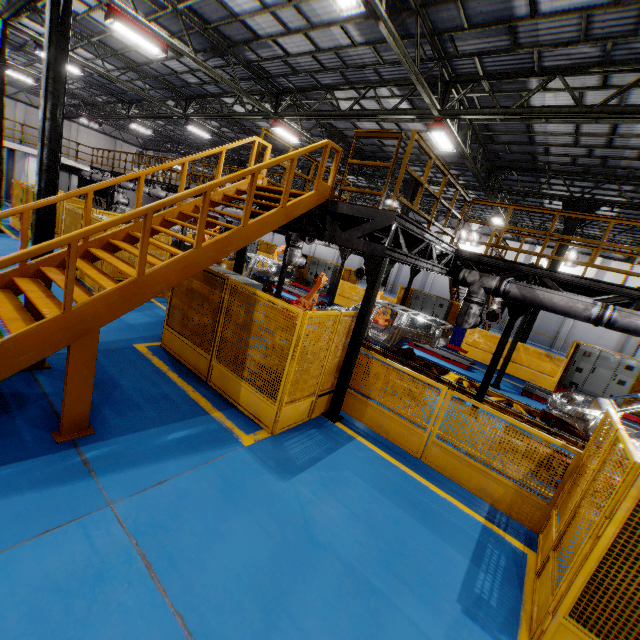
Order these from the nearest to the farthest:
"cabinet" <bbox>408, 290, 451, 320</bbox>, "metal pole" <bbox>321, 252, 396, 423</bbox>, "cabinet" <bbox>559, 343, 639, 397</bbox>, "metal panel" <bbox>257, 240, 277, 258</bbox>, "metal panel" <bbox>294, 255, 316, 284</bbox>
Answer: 1. "metal pole" <bbox>321, 252, 396, 423</bbox>
2. "cabinet" <bbox>559, 343, 639, 397</bbox>
3. "cabinet" <bbox>408, 290, 451, 320</bbox>
4. "metal panel" <bbox>294, 255, 316, 284</bbox>
5. "metal panel" <bbox>257, 240, 277, 258</bbox>

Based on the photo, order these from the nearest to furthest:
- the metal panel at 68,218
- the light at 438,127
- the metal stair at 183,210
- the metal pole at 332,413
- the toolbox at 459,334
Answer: the metal stair at 183,210, the metal pole at 332,413, the light at 438,127, the metal panel at 68,218, the toolbox at 459,334

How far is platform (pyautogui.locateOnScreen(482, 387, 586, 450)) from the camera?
8.6 meters

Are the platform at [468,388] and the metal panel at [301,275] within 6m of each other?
yes

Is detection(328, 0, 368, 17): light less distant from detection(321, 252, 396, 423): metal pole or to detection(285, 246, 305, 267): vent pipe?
detection(321, 252, 396, 423): metal pole

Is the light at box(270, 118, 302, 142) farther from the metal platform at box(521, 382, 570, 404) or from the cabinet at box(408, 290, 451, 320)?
the metal platform at box(521, 382, 570, 404)

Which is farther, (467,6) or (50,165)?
(50,165)

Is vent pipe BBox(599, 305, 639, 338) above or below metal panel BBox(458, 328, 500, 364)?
above
